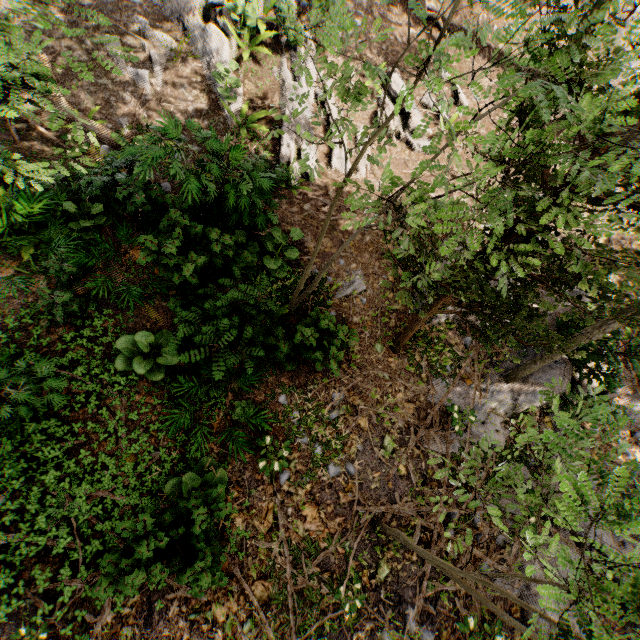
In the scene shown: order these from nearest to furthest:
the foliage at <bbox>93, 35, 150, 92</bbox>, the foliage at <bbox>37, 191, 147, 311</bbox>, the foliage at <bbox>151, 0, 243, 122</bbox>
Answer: the foliage at <bbox>93, 35, 150, 92</bbox>
the foliage at <bbox>37, 191, 147, 311</bbox>
the foliage at <bbox>151, 0, 243, 122</bbox>

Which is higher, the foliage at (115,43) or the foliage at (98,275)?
the foliage at (115,43)

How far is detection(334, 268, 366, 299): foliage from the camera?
7.53m

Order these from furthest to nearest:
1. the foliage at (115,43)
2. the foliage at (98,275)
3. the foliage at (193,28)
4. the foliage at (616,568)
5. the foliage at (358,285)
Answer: the foliage at (193,28), the foliage at (358,285), the foliage at (98,275), the foliage at (115,43), the foliage at (616,568)

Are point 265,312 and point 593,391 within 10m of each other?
yes

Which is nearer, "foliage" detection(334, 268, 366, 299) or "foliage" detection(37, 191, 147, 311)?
"foliage" detection(37, 191, 147, 311)
